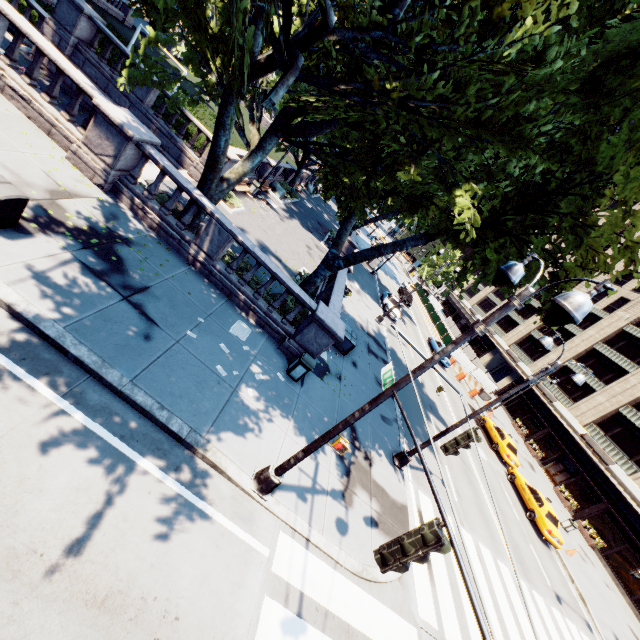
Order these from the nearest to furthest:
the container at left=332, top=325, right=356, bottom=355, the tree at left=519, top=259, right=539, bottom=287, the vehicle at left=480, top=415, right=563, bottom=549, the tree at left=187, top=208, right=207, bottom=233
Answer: the tree at left=519, top=259, right=539, bottom=287, the tree at left=187, top=208, right=207, bottom=233, the container at left=332, top=325, right=356, bottom=355, the vehicle at left=480, top=415, right=563, bottom=549

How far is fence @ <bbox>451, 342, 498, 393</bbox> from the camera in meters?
38.2

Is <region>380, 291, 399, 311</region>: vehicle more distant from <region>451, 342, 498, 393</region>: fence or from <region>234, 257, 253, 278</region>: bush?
<region>234, 257, 253, 278</region>: bush

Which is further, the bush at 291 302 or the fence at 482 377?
the fence at 482 377

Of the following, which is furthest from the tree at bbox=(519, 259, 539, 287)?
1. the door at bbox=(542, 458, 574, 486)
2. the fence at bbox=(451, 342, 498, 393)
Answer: the door at bbox=(542, 458, 574, 486)

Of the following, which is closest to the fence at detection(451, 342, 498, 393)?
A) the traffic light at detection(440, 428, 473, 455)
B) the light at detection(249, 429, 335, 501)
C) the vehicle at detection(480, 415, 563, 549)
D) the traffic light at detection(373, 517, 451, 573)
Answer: the vehicle at detection(480, 415, 563, 549)

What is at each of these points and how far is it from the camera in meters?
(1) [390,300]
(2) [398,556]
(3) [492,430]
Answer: (1) vehicle, 31.8
(2) traffic light, 3.6
(3) vehicle, 27.6

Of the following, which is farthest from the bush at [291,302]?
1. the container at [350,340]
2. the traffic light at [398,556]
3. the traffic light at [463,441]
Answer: the traffic light at [398,556]
